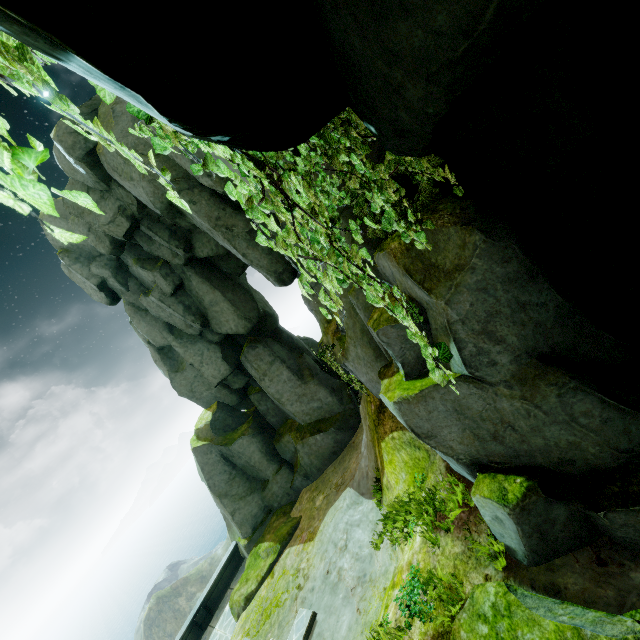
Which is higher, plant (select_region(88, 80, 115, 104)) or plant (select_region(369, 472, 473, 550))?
plant (select_region(88, 80, 115, 104))

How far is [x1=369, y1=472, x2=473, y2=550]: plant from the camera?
5.8m

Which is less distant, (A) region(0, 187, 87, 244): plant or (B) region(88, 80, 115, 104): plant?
(A) region(0, 187, 87, 244): plant

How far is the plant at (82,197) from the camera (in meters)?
0.95

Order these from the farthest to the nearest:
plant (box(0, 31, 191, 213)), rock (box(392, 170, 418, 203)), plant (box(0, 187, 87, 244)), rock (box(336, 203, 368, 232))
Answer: rock (box(336, 203, 368, 232))
rock (box(392, 170, 418, 203))
plant (box(0, 31, 191, 213))
plant (box(0, 187, 87, 244))

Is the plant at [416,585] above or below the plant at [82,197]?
below

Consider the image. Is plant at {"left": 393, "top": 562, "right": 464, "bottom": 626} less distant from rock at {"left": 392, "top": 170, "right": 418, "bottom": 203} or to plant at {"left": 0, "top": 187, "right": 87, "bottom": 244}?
rock at {"left": 392, "top": 170, "right": 418, "bottom": 203}

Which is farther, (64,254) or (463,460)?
(64,254)
